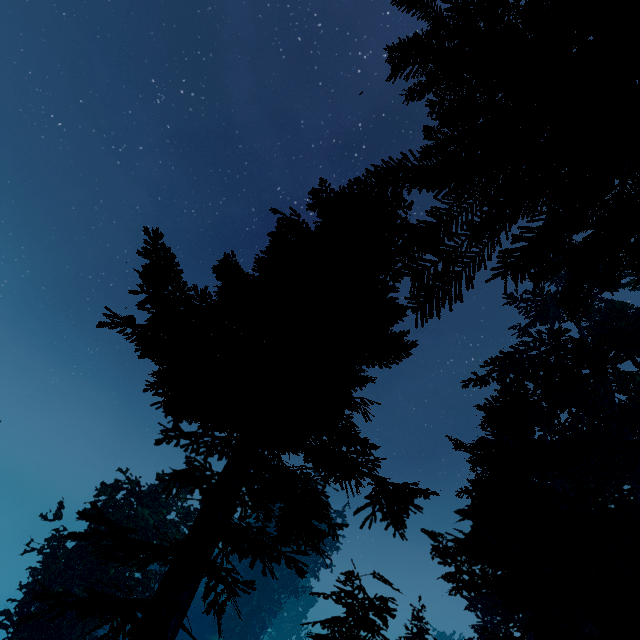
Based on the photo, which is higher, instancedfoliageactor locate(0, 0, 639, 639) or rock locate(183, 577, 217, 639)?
instancedfoliageactor locate(0, 0, 639, 639)

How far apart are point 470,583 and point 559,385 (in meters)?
8.83

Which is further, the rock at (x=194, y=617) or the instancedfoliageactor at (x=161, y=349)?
the rock at (x=194, y=617)

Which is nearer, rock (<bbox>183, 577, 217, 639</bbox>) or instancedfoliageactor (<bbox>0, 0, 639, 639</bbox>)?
instancedfoliageactor (<bbox>0, 0, 639, 639</bbox>)

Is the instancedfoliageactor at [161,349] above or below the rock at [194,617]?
above
